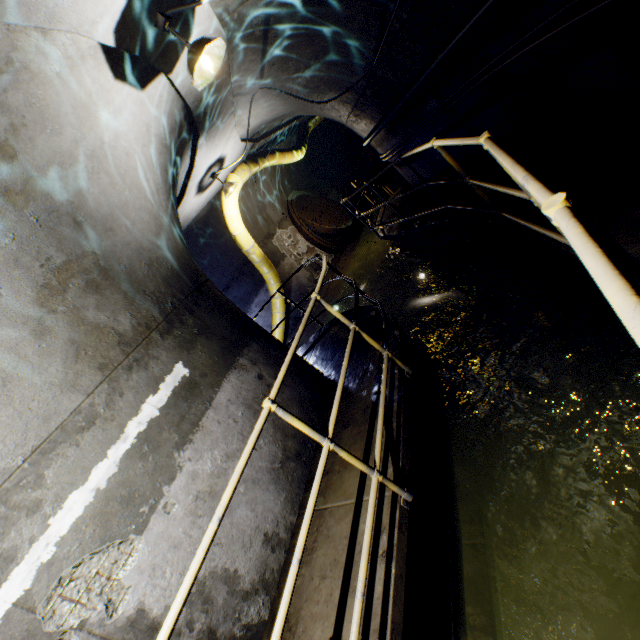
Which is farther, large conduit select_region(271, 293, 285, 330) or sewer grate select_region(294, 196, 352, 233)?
sewer grate select_region(294, 196, 352, 233)

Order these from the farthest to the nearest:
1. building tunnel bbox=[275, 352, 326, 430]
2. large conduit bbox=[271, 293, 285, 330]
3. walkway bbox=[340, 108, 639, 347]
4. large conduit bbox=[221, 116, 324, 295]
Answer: large conduit bbox=[271, 293, 285, 330]
large conduit bbox=[221, 116, 324, 295]
building tunnel bbox=[275, 352, 326, 430]
walkway bbox=[340, 108, 639, 347]

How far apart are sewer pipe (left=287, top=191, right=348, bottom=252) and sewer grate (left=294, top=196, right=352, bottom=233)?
0.0m

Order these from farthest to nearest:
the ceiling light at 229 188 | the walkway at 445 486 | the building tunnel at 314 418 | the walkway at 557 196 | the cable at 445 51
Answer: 1. the ceiling light at 229 188
2. the building tunnel at 314 418
3. the cable at 445 51
4. the walkway at 445 486
5. the walkway at 557 196

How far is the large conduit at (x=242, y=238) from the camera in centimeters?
791cm

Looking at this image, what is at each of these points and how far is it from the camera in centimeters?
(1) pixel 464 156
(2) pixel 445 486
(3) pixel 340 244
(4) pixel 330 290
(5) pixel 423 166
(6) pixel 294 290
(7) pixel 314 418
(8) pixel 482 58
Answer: (1) building tunnel, 558cm
(2) walkway, 293cm
(3) sewer pipe, 1316cm
(4) building tunnel, 1111cm
(5) building tunnel, 644cm
(6) building tunnel, 1071cm
(7) building tunnel, 409cm
(8) building tunnel, 389cm

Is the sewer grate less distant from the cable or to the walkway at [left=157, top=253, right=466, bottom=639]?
the walkway at [left=157, top=253, right=466, bottom=639]

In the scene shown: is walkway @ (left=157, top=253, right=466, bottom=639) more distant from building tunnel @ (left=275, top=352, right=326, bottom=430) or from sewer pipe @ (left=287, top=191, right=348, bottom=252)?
sewer pipe @ (left=287, top=191, right=348, bottom=252)
